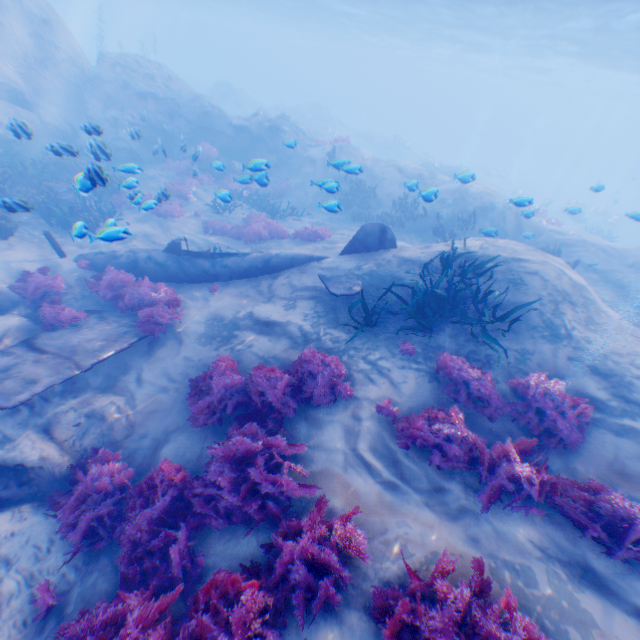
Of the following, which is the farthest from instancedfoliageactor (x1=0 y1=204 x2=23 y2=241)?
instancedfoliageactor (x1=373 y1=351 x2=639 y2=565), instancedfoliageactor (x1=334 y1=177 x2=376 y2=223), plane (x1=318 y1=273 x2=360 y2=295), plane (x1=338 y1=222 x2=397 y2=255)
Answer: instancedfoliageactor (x1=334 y1=177 x2=376 y2=223)

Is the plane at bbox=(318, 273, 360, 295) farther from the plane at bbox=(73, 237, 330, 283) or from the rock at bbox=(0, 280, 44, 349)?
the rock at bbox=(0, 280, 44, 349)

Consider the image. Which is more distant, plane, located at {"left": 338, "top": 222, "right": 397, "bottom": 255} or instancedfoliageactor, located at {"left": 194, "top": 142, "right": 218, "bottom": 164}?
instancedfoliageactor, located at {"left": 194, "top": 142, "right": 218, "bottom": 164}

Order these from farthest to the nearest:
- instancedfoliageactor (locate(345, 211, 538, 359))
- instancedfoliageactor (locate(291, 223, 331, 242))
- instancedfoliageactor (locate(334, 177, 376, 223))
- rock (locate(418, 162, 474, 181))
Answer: instancedfoliageactor (locate(334, 177, 376, 223)), instancedfoliageactor (locate(291, 223, 331, 242)), rock (locate(418, 162, 474, 181)), instancedfoliageactor (locate(345, 211, 538, 359))

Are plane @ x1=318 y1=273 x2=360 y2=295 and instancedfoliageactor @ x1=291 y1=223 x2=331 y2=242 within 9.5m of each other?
yes

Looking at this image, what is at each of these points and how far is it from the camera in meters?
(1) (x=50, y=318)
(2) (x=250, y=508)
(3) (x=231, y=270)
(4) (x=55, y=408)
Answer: (1) instancedfoliageactor, 7.9
(2) instancedfoliageactor, 4.5
(3) plane, 10.3
(4) rock, 6.7

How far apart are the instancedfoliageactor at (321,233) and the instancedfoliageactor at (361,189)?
5.09m

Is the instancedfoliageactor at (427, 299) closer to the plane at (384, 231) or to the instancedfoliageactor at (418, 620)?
the plane at (384, 231)
